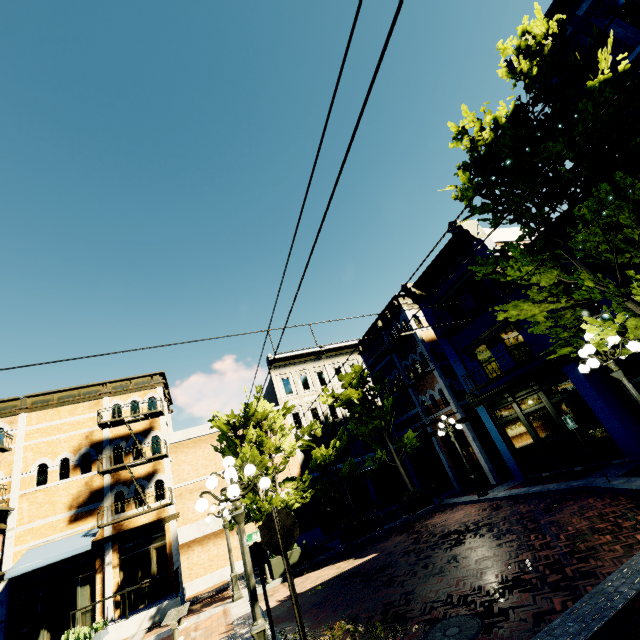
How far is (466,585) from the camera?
6.7 meters

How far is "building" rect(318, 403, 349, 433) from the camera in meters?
26.4 m

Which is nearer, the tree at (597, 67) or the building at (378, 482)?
the tree at (597, 67)

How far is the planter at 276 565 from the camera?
13.29m

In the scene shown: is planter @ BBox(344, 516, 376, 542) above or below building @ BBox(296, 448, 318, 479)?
below

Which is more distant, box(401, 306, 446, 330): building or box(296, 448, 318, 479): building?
box(296, 448, 318, 479): building

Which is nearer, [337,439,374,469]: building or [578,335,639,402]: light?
[578,335,639,402]: light
